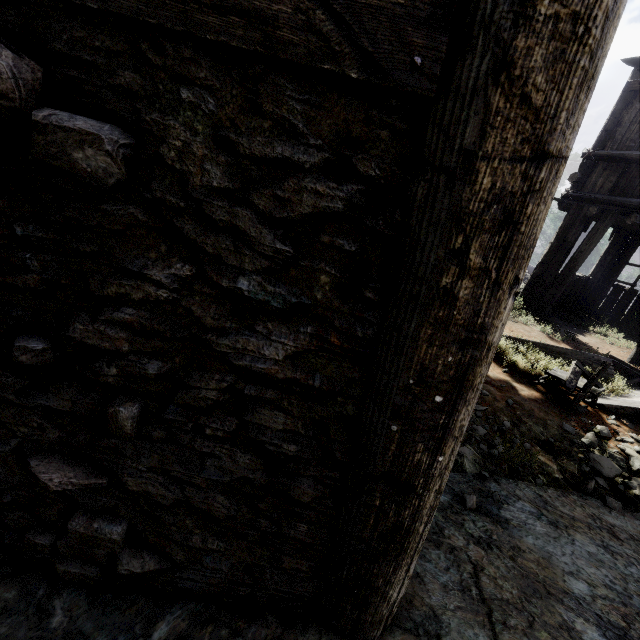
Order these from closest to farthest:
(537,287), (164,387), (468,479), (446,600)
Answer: (164,387) → (446,600) → (468,479) → (537,287)

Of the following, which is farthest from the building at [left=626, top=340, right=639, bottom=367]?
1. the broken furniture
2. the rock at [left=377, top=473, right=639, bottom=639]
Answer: the broken furniture

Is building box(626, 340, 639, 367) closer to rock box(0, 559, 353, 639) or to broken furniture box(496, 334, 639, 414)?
rock box(0, 559, 353, 639)

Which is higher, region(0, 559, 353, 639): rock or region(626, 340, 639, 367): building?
region(626, 340, 639, 367): building

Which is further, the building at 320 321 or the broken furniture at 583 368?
the broken furniture at 583 368

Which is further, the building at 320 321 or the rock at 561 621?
the rock at 561 621

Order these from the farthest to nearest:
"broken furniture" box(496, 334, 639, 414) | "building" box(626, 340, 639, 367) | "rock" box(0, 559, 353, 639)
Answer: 1. "building" box(626, 340, 639, 367)
2. "broken furniture" box(496, 334, 639, 414)
3. "rock" box(0, 559, 353, 639)
